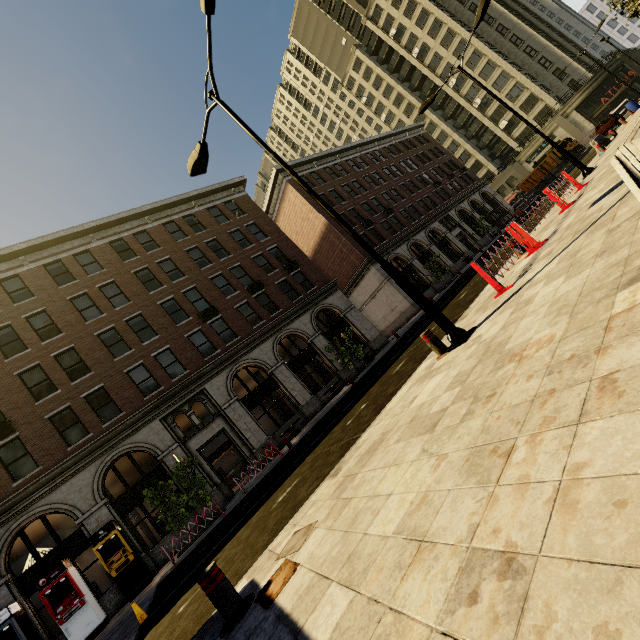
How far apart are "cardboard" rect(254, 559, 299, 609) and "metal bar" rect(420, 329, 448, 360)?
3.6m

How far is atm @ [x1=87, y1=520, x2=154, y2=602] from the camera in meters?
13.7

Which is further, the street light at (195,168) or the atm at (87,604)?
the atm at (87,604)

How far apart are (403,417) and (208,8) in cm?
807

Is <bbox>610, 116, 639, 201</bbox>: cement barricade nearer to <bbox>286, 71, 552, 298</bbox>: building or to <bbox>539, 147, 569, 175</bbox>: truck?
<bbox>286, 71, 552, 298</bbox>: building

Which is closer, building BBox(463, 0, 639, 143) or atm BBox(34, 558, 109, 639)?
atm BBox(34, 558, 109, 639)

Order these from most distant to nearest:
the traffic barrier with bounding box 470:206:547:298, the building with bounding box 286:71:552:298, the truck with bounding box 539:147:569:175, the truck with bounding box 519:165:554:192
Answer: the truck with bounding box 519:165:554:192 < the truck with bounding box 539:147:569:175 < the building with bounding box 286:71:552:298 < the traffic barrier with bounding box 470:206:547:298

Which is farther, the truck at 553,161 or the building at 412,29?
the building at 412,29
